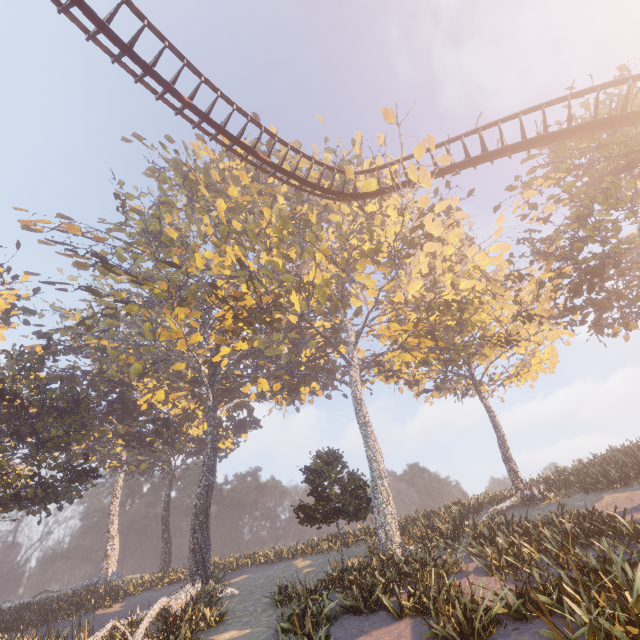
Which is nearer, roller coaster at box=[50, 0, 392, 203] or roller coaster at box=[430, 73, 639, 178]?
roller coaster at box=[50, 0, 392, 203]

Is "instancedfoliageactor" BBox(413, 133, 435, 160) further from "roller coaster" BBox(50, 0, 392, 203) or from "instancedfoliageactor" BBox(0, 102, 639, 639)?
"roller coaster" BBox(50, 0, 392, 203)

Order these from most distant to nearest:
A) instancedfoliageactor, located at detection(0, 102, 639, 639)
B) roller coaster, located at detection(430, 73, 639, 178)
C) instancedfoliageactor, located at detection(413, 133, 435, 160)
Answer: instancedfoliageactor, located at detection(413, 133, 435, 160), roller coaster, located at detection(430, 73, 639, 178), instancedfoliageactor, located at detection(0, 102, 639, 639)

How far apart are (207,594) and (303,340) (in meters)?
17.30

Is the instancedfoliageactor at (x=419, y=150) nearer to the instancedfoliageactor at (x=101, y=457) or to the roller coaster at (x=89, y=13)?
the instancedfoliageactor at (x=101, y=457)

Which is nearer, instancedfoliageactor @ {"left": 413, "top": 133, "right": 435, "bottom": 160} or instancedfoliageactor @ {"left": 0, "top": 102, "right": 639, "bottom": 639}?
instancedfoliageactor @ {"left": 0, "top": 102, "right": 639, "bottom": 639}

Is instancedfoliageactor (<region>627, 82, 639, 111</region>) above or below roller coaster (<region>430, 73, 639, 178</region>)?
above

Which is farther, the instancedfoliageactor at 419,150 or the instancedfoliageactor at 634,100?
the instancedfoliageactor at 419,150
